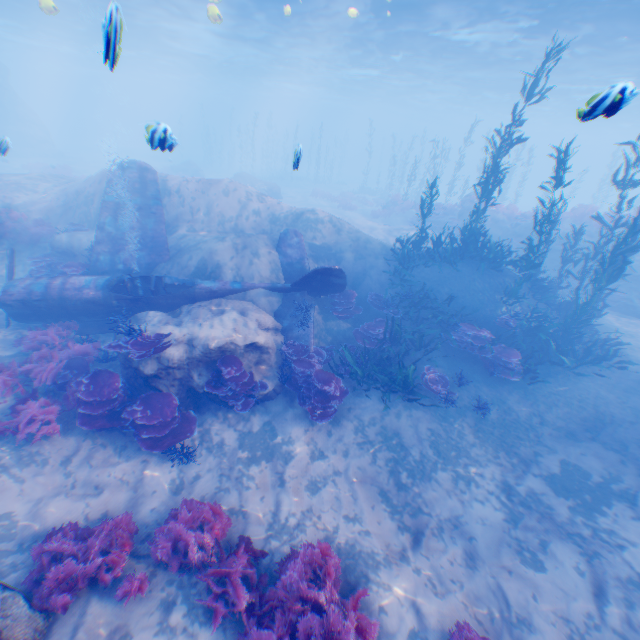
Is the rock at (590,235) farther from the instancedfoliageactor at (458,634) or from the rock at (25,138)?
the instancedfoliageactor at (458,634)

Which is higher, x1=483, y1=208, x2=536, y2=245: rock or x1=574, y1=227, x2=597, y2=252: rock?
x1=574, y1=227, x2=597, y2=252: rock

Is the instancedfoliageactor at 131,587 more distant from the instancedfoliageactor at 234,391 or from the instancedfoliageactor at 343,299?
the instancedfoliageactor at 343,299

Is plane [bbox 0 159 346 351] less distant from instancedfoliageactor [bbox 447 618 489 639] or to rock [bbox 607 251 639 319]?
instancedfoliageactor [bbox 447 618 489 639]

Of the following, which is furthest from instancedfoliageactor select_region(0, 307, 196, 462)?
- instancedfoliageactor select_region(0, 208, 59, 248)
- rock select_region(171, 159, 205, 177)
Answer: rock select_region(171, 159, 205, 177)

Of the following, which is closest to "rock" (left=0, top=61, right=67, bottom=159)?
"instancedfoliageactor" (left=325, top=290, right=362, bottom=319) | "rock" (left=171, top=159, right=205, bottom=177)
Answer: "instancedfoliageactor" (left=325, top=290, right=362, bottom=319)

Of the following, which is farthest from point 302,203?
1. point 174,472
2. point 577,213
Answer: point 174,472

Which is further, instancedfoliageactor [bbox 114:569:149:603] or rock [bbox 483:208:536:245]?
rock [bbox 483:208:536:245]
